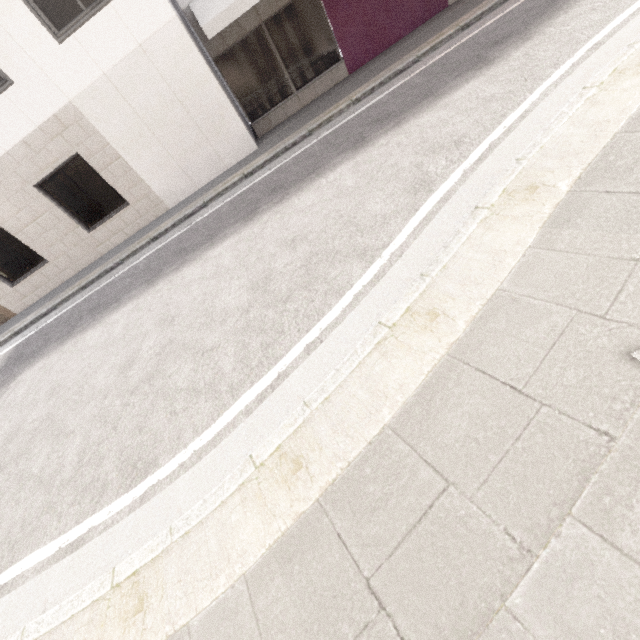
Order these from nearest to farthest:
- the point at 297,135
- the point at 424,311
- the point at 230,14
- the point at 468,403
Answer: the point at 468,403
the point at 424,311
the point at 230,14
the point at 297,135
